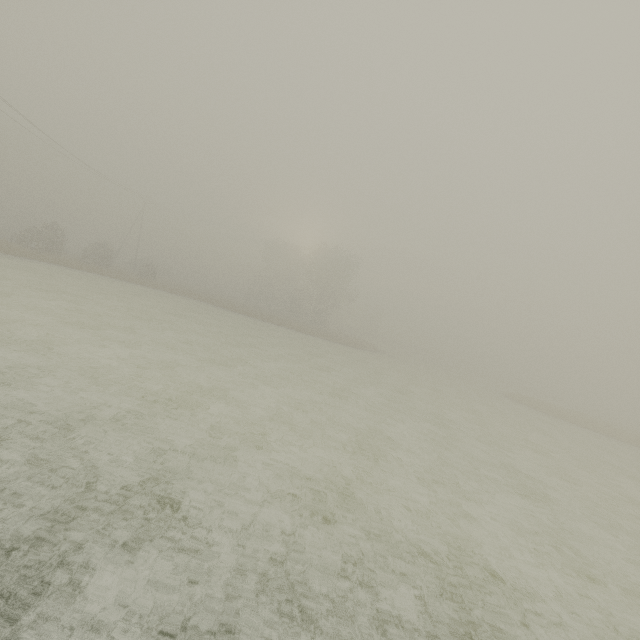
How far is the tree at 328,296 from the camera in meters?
50.3 m

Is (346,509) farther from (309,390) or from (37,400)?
(309,390)

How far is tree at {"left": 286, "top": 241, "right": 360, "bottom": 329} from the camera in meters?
50.3 m
